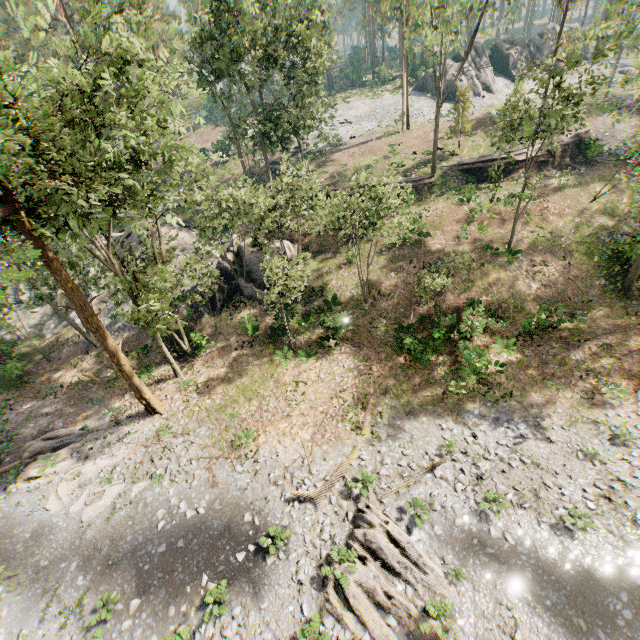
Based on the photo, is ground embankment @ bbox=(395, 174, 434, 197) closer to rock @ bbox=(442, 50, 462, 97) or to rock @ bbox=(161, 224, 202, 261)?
rock @ bbox=(161, 224, 202, 261)

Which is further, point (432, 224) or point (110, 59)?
point (432, 224)

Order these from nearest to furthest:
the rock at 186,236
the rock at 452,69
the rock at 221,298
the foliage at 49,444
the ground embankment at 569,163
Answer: the foliage at 49,444 < the rock at 221,298 < the rock at 186,236 < the ground embankment at 569,163 < the rock at 452,69

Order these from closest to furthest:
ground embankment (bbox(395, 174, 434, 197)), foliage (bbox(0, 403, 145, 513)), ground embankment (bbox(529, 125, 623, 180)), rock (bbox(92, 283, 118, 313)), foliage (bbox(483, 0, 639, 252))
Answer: foliage (bbox(483, 0, 639, 252)) → foliage (bbox(0, 403, 145, 513)) → ground embankment (bbox(529, 125, 623, 180)) → rock (bbox(92, 283, 118, 313)) → ground embankment (bbox(395, 174, 434, 197))

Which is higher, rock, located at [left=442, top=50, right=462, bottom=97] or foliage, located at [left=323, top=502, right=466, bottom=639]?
rock, located at [left=442, top=50, right=462, bottom=97]

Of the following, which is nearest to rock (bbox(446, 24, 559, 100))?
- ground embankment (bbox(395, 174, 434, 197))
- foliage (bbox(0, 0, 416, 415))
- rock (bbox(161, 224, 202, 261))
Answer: foliage (bbox(0, 0, 416, 415))

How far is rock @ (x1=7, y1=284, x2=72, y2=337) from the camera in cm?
3177

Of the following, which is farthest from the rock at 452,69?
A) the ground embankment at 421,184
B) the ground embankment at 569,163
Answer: the ground embankment at 421,184
